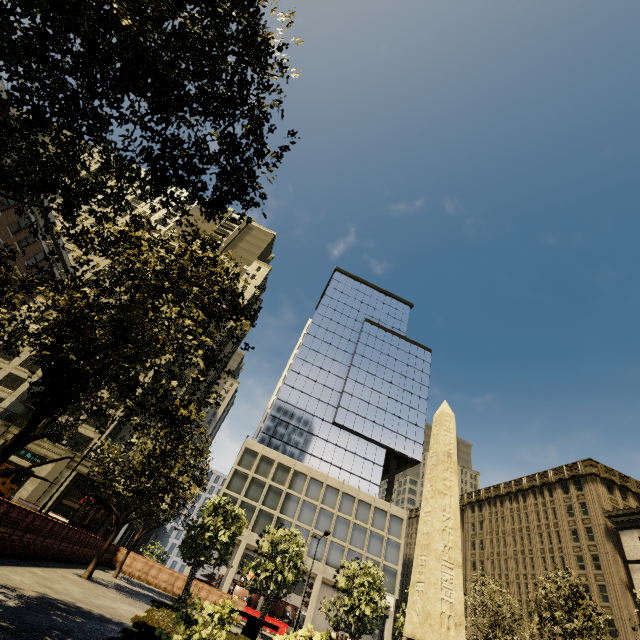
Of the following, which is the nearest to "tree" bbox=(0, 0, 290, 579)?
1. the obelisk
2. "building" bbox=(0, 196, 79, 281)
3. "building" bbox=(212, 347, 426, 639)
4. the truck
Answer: "building" bbox=(0, 196, 79, 281)

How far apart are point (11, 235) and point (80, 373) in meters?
31.2

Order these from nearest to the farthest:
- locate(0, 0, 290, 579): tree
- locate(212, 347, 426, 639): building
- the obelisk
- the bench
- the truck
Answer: locate(0, 0, 290, 579): tree, the obelisk, the bench, the truck, locate(212, 347, 426, 639): building

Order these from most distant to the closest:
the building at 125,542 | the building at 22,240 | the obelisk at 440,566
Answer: the building at 125,542 < the building at 22,240 < the obelisk at 440,566

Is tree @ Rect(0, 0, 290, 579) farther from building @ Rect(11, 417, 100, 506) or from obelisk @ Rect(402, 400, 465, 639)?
obelisk @ Rect(402, 400, 465, 639)

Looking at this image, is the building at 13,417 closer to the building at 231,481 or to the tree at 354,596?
the tree at 354,596

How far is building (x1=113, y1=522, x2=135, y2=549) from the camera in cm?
4353

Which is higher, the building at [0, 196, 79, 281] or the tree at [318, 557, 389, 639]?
the building at [0, 196, 79, 281]
